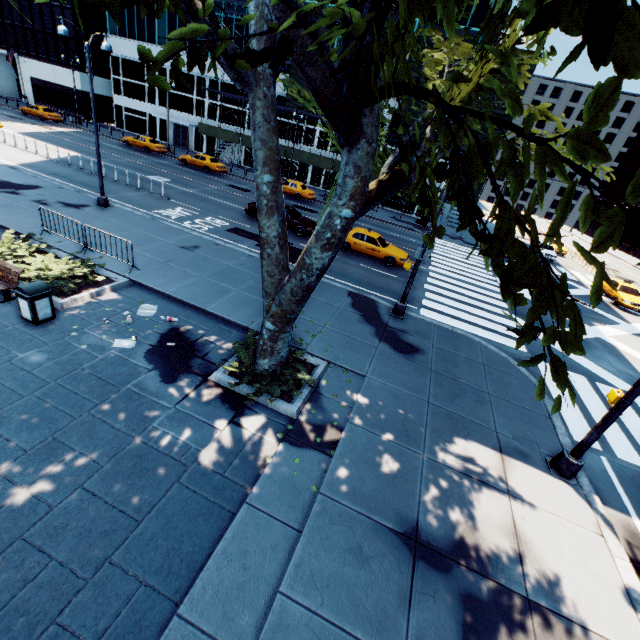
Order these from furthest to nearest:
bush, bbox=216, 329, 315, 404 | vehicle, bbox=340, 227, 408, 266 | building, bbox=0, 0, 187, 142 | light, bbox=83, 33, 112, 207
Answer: building, bbox=0, 0, 187, 142
vehicle, bbox=340, 227, 408, 266
light, bbox=83, 33, 112, 207
bush, bbox=216, 329, 315, 404

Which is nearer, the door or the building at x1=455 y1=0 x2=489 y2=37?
the building at x1=455 y1=0 x2=489 y2=37

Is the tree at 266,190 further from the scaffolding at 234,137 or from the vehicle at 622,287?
the vehicle at 622,287

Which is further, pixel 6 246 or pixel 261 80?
pixel 6 246

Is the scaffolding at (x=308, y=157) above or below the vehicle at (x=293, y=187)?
above

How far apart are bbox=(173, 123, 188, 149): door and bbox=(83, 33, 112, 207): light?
33.7m

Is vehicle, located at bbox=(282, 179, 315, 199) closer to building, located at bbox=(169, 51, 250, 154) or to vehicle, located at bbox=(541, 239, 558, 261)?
building, located at bbox=(169, 51, 250, 154)

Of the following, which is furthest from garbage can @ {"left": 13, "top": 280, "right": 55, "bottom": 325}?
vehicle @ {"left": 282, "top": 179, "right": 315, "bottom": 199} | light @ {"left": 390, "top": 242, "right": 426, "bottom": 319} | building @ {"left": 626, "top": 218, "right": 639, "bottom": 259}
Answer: building @ {"left": 626, "top": 218, "right": 639, "bottom": 259}
